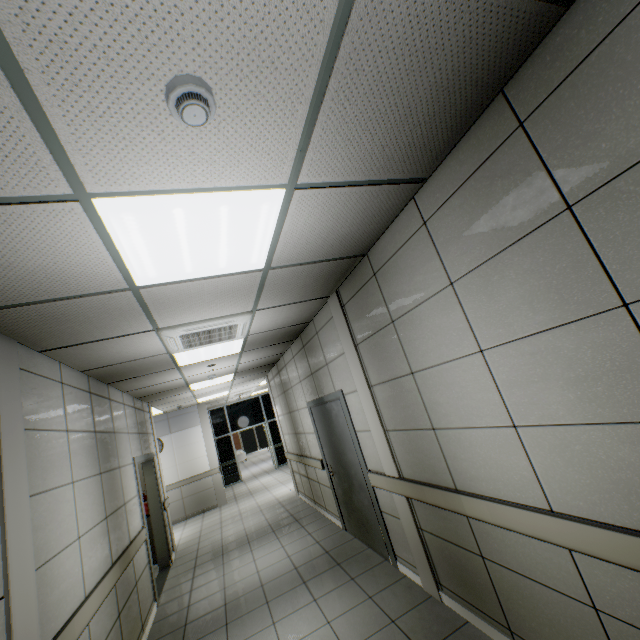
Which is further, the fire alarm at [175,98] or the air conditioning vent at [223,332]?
the air conditioning vent at [223,332]

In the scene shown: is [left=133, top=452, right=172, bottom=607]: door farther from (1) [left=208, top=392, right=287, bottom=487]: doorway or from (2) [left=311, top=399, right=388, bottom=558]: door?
(1) [left=208, top=392, right=287, bottom=487]: doorway

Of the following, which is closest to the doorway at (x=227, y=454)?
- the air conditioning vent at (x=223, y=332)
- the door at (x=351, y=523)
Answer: the door at (x=351, y=523)

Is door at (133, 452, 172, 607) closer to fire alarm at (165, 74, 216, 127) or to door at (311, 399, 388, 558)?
door at (311, 399, 388, 558)

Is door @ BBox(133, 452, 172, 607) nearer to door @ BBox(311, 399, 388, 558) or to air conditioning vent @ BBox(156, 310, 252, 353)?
air conditioning vent @ BBox(156, 310, 252, 353)

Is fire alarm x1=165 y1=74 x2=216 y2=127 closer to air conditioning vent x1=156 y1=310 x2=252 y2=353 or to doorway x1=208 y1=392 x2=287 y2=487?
air conditioning vent x1=156 y1=310 x2=252 y2=353

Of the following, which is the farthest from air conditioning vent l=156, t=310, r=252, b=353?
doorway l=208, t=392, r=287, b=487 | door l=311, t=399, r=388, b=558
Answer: doorway l=208, t=392, r=287, b=487

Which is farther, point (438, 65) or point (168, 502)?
point (168, 502)
